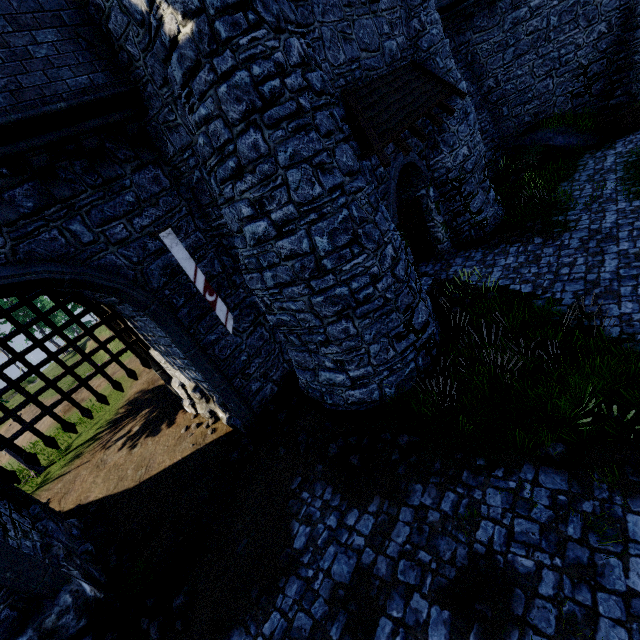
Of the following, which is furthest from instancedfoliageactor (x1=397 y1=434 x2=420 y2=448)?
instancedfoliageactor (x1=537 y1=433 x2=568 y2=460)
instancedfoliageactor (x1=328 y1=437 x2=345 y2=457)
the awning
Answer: the awning

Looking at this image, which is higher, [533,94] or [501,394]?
[533,94]

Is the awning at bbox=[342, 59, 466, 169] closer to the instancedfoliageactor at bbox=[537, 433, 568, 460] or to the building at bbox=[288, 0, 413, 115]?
the building at bbox=[288, 0, 413, 115]

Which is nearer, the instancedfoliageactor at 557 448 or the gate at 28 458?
the instancedfoliageactor at 557 448

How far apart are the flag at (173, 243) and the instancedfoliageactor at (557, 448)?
6.9 meters

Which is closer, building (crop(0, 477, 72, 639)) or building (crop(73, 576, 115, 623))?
building (crop(0, 477, 72, 639))

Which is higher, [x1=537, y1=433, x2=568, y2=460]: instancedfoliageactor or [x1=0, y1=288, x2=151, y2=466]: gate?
[x1=0, y1=288, x2=151, y2=466]: gate

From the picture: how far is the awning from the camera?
7.2m
